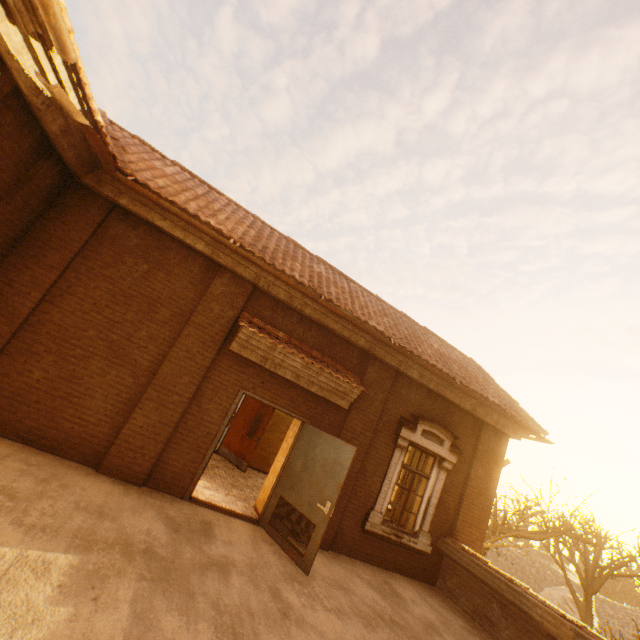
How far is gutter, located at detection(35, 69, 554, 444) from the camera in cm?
371

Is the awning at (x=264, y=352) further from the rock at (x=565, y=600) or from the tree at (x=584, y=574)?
the rock at (x=565, y=600)

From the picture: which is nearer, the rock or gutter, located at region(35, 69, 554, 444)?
gutter, located at region(35, 69, 554, 444)

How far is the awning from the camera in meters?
6.4 m

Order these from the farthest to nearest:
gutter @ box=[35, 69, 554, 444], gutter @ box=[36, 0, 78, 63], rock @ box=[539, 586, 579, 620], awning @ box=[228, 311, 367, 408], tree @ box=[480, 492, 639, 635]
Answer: rock @ box=[539, 586, 579, 620]
tree @ box=[480, 492, 639, 635]
awning @ box=[228, 311, 367, 408]
gutter @ box=[35, 69, 554, 444]
gutter @ box=[36, 0, 78, 63]

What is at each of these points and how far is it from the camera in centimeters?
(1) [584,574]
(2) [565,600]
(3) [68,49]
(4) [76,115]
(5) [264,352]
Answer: (1) tree, 2269cm
(2) rock, 3153cm
(3) gutter, 322cm
(4) gutter, 383cm
(5) awning, 646cm

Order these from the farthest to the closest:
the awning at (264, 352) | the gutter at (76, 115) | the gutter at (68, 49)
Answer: the awning at (264, 352), the gutter at (76, 115), the gutter at (68, 49)

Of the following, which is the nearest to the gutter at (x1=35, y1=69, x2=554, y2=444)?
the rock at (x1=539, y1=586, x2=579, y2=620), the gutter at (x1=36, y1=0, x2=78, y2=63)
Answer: the gutter at (x1=36, y1=0, x2=78, y2=63)
